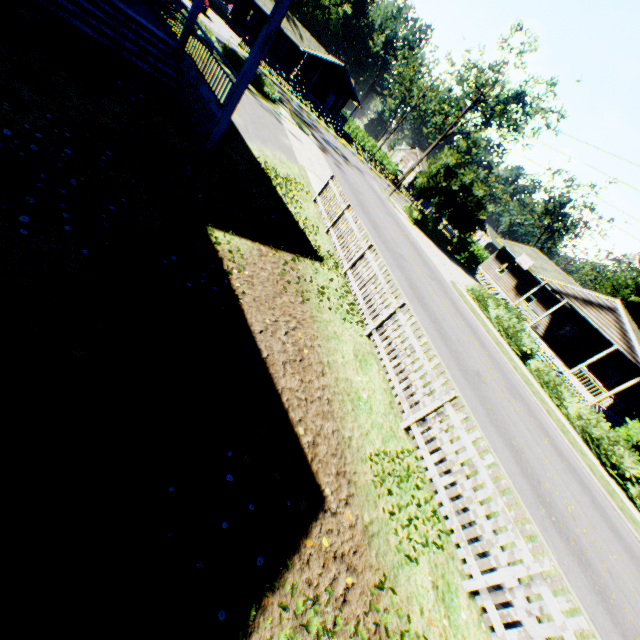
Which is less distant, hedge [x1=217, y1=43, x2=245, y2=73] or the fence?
the fence

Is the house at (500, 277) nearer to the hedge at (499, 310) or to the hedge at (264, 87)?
the hedge at (499, 310)

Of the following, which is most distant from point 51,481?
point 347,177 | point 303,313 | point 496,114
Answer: point 496,114

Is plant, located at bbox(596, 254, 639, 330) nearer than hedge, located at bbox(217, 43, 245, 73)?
No

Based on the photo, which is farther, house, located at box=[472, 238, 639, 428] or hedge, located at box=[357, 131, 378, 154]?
hedge, located at box=[357, 131, 378, 154]

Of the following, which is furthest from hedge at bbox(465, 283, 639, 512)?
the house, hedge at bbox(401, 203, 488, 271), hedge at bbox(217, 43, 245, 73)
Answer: hedge at bbox(217, 43, 245, 73)

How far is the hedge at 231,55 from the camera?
21.6m

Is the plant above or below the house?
above
